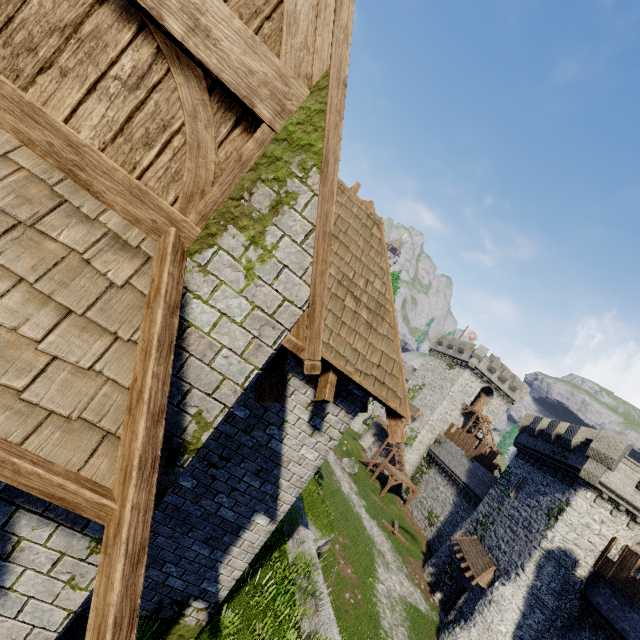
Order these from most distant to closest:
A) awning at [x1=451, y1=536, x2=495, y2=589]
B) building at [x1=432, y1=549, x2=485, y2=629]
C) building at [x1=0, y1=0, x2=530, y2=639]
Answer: building at [x1=432, y1=549, x2=485, y2=629]
awning at [x1=451, y1=536, x2=495, y2=589]
building at [x1=0, y1=0, x2=530, y2=639]

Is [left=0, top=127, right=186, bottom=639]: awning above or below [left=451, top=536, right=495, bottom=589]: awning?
above

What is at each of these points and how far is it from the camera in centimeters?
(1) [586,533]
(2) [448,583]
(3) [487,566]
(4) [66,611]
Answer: (1) building, 1931cm
(2) building, 2544cm
(3) awning, 2217cm
(4) building, 235cm

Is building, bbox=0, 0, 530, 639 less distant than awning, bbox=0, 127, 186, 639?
No

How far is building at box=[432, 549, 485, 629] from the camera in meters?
21.8

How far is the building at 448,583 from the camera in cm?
2181

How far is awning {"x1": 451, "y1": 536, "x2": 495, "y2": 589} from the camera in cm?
2130

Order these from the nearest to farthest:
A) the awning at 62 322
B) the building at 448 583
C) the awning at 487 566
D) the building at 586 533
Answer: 1. the awning at 62 322
2. the building at 586 533
3. the awning at 487 566
4. the building at 448 583
